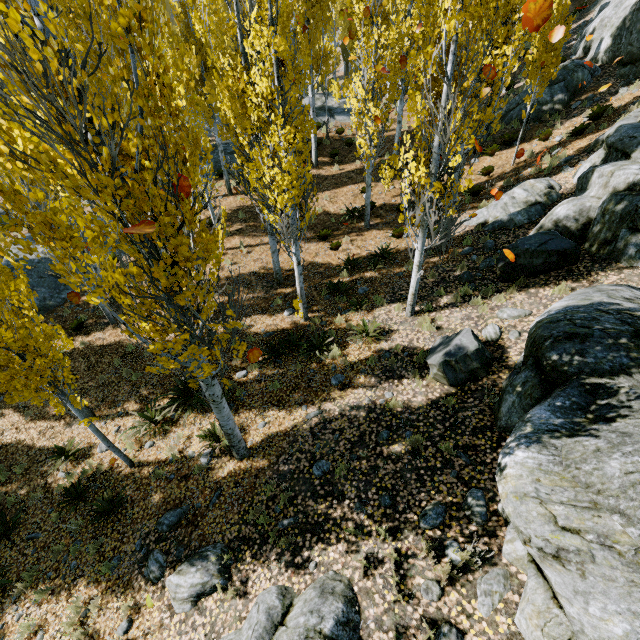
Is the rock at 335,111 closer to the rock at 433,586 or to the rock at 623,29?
the rock at 623,29

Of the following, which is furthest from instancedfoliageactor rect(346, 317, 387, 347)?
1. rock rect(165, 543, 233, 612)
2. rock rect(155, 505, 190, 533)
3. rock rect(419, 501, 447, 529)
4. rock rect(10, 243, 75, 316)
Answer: rock rect(419, 501, 447, 529)

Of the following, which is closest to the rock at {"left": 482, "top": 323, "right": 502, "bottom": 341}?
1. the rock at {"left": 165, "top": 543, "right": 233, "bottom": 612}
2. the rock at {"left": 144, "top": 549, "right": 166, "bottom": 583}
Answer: the rock at {"left": 165, "top": 543, "right": 233, "bottom": 612}

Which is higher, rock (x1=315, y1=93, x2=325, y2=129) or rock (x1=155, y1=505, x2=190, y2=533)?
rock (x1=315, y1=93, x2=325, y2=129)

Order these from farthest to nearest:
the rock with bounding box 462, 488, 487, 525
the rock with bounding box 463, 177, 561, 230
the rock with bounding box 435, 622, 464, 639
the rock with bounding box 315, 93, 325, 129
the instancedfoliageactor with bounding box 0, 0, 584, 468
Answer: the rock with bounding box 315, 93, 325, 129, the rock with bounding box 463, 177, 561, 230, the rock with bounding box 462, 488, 487, 525, the rock with bounding box 435, 622, 464, 639, the instancedfoliageactor with bounding box 0, 0, 584, 468

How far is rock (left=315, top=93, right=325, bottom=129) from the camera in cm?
2145

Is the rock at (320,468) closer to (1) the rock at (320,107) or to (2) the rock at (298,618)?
(2) the rock at (298,618)

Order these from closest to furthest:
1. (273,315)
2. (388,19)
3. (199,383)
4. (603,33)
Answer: (199,383) < (273,315) < (388,19) < (603,33)
